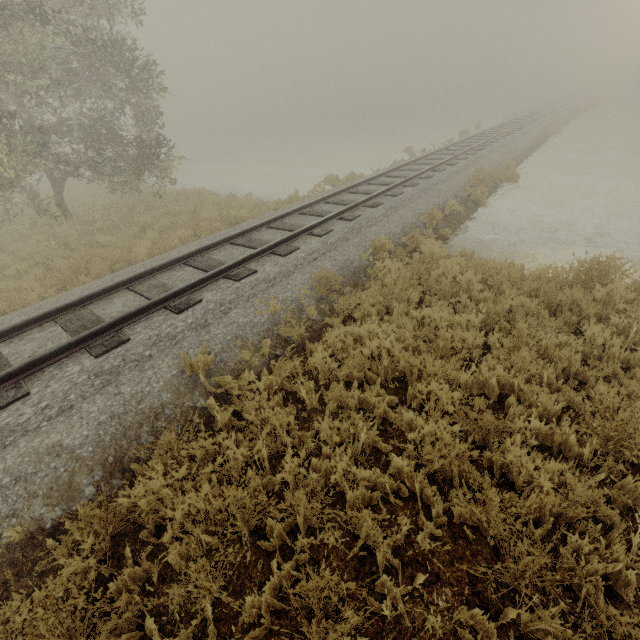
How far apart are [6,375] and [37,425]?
1.0m
